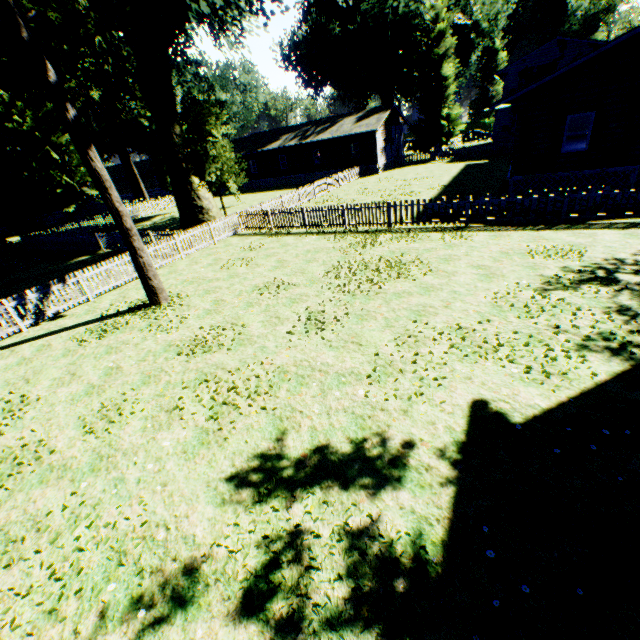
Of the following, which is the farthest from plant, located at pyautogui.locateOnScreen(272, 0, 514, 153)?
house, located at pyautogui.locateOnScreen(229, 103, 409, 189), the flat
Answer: the flat

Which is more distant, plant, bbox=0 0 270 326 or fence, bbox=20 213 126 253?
fence, bbox=20 213 126 253

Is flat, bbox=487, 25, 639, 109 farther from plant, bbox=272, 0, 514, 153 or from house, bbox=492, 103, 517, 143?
plant, bbox=272, 0, 514, 153

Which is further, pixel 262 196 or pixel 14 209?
pixel 262 196

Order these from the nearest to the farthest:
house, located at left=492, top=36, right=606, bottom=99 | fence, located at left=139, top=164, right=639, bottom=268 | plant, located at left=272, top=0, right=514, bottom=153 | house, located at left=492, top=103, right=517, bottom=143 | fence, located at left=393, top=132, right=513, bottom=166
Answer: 1. fence, located at left=139, top=164, right=639, bottom=268
2. house, located at left=492, top=103, right=517, bottom=143
3. fence, located at left=393, top=132, right=513, bottom=166
4. house, located at left=492, top=36, right=606, bottom=99
5. plant, located at left=272, top=0, right=514, bottom=153

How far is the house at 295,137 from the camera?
35.5m

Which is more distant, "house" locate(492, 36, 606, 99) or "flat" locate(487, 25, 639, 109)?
"house" locate(492, 36, 606, 99)

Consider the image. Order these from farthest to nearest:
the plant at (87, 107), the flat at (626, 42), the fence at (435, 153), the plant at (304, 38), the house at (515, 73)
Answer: the plant at (304, 38), the house at (515, 73), the fence at (435, 153), the flat at (626, 42), the plant at (87, 107)
